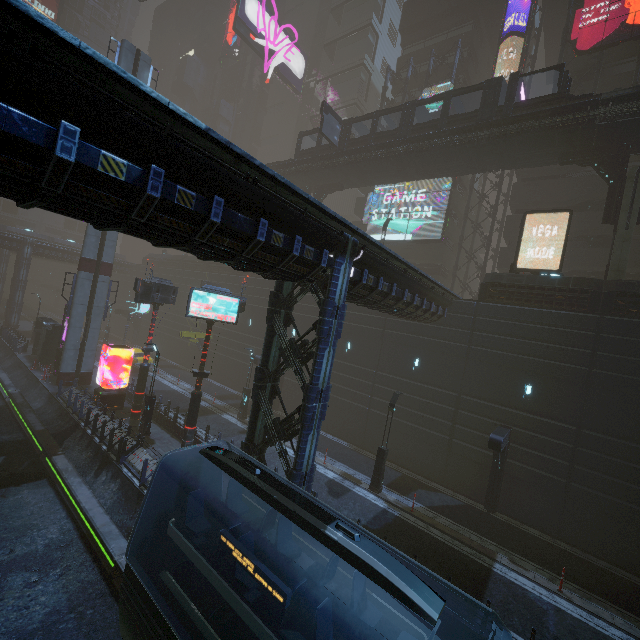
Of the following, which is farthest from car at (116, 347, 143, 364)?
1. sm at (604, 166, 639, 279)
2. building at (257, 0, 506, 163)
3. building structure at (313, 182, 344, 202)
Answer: sm at (604, 166, 639, 279)

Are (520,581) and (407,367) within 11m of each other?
no

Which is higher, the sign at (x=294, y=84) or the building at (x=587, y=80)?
the sign at (x=294, y=84)

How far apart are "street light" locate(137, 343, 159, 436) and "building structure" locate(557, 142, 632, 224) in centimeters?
2846cm

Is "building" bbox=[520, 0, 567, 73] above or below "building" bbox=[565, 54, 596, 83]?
above

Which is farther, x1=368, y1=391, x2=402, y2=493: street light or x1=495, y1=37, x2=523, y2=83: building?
x1=495, y1=37, x2=523, y2=83: building

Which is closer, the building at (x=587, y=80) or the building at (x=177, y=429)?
the building at (x=177, y=429)

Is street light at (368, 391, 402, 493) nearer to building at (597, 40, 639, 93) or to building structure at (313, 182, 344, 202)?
building at (597, 40, 639, 93)
